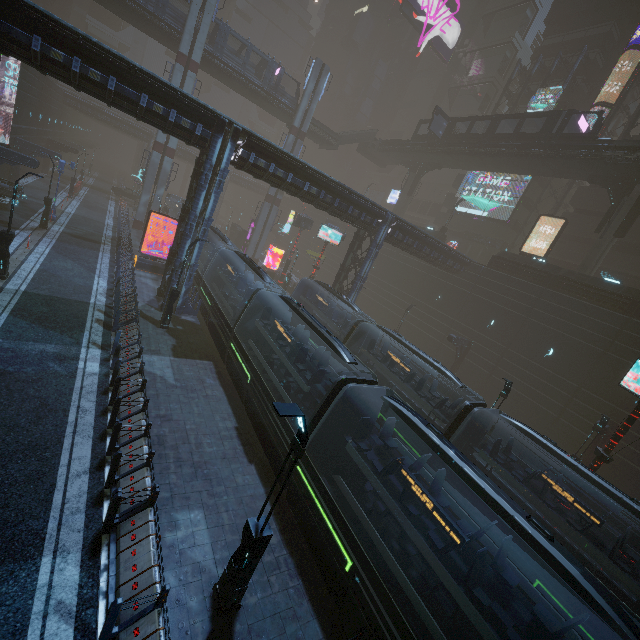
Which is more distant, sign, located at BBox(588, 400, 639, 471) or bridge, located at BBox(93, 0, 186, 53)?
bridge, located at BBox(93, 0, 186, 53)

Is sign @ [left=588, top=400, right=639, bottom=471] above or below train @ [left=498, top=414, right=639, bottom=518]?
below

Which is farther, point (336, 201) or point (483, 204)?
point (483, 204)

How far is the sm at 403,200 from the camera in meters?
46.6 m

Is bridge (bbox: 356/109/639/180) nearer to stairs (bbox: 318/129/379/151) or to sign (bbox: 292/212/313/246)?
stairs (bbox: 318/129/379/151)

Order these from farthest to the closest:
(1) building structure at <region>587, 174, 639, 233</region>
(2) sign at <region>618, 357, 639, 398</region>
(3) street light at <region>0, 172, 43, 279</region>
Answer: (1) building structure at <region>587, 174, 639, 233</region>
(3) street light at <region>0, 172, 43, 279</region>
(2) sign at <region>618, 357, 639, 398</region>

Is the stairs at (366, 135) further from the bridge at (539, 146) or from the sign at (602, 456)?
the sign at (602, 456)

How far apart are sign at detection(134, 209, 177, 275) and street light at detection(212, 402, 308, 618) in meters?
24.1 m
